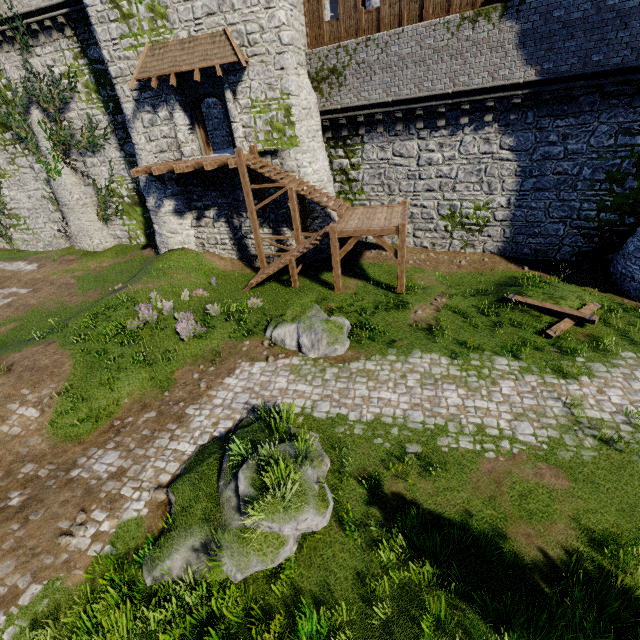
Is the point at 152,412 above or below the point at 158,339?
below

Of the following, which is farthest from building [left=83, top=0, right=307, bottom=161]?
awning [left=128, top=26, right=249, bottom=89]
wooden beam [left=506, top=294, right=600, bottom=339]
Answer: wooden beam [left=506, top=294, right=600, bottom=339]

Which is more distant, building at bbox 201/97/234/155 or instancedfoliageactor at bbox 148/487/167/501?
building at bbox 201/97/234/155

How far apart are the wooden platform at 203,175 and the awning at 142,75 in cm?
309

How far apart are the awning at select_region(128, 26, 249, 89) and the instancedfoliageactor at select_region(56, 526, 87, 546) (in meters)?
17.21

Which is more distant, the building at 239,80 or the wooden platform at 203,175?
the wooden platform at 203,175

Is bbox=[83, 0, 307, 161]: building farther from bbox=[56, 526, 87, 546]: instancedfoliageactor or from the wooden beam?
bbox=[56, 526, 87, 546]: instancedfoliageactor

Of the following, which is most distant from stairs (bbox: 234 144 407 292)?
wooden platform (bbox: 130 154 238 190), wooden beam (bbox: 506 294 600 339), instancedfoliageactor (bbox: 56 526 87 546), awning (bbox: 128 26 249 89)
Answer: instancedfoliageactor (bbox: 56 526 87 546)
